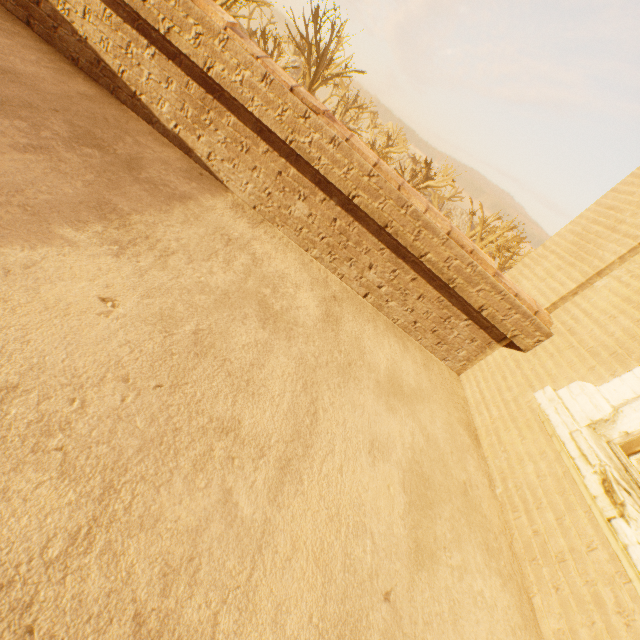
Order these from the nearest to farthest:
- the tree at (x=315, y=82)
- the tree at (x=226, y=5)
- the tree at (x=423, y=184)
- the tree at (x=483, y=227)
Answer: the tree at (x=226, y=5), the tree at (x=315, y=82), the tree at (x=483, y=227), the tree at (x=423, y=184)

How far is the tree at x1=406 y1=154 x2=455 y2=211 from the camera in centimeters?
3434cm

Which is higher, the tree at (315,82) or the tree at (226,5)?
the tree at (226,5)

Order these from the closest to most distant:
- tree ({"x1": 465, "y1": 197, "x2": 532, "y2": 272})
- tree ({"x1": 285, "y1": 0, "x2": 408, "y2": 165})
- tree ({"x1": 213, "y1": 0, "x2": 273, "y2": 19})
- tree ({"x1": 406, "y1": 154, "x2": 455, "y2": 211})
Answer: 1. tree ({"x1": 213, "y1": 0, "x2": 273, "y2": 19})
2. tree ({"x1": 285, "y1": 0, "x2": 408, "y2": 165})
3. tree ({"x1": 465, "y1": 197, "x2": 532, "y2": 272})
4. tree ({"x1": 406, "y1": 154, "x2": 455, "y2": 211})

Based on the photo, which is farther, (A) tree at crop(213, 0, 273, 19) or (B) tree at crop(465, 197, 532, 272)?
(B) tree at crop(465, 197, 532, 272)

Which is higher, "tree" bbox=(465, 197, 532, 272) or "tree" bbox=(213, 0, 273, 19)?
"tree" bbox=(213, 0, 273, 19)

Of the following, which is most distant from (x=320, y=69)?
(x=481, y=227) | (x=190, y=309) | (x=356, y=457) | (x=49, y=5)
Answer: (x=356, y=457)
